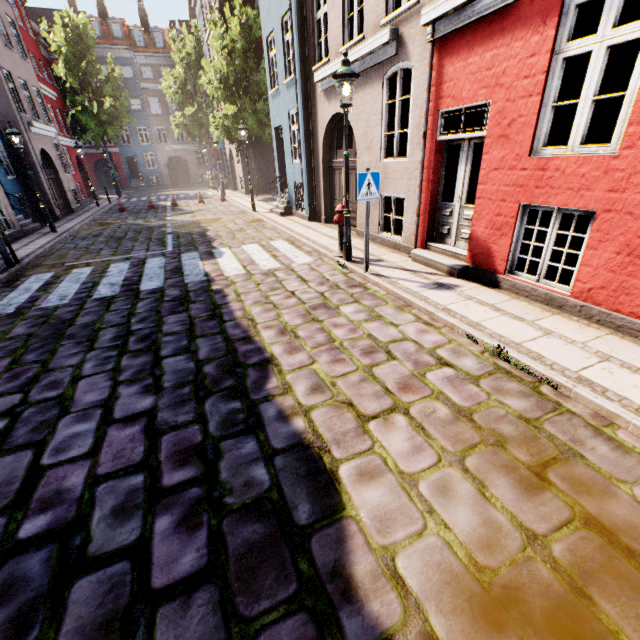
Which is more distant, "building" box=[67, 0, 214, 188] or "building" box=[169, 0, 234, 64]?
"building" box=[67, 0, 214, 188]

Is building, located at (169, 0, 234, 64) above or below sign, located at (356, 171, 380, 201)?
above

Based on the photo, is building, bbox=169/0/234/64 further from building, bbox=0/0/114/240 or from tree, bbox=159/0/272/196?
building, bbox=0/0/114/240

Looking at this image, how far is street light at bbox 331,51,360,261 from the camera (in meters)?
5.87

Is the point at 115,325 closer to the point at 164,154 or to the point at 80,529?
the point at 80,529

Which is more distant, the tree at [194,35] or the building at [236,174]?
the building at [236,174]

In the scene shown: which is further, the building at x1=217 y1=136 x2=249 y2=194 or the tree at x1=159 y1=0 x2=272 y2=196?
the building at x1=217 y1=136 x2=249 y2=194

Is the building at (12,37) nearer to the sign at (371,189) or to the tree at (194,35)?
the tree at (194,35)
